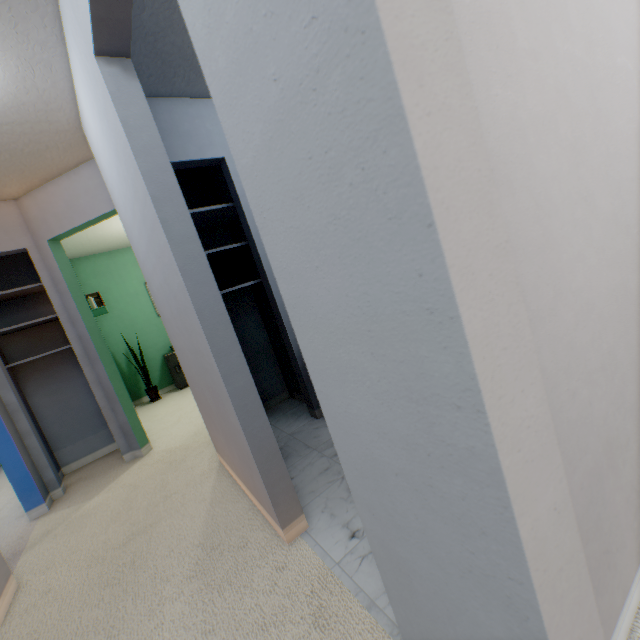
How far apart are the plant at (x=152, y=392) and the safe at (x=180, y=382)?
0.3 meters

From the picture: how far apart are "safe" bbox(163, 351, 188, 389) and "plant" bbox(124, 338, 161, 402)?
0.3 meters

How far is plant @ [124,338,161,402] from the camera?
5.0 meters

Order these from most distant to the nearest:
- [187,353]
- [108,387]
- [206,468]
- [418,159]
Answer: [108,387] → [206,468] → [187,353] → [418,159]

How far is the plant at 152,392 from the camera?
5.0m

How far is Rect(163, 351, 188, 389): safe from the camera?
5.20m
